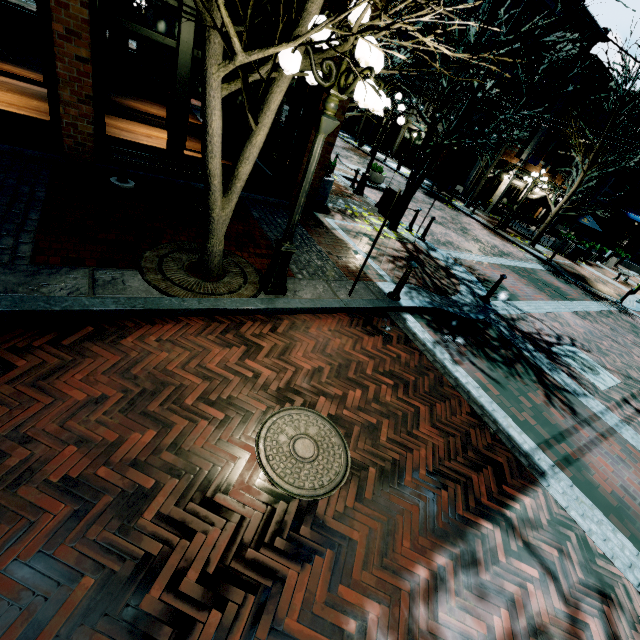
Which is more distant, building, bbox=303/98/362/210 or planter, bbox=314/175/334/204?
planter, bbox=314/175/334/204

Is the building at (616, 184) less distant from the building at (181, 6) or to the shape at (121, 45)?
the building at (181, 6)

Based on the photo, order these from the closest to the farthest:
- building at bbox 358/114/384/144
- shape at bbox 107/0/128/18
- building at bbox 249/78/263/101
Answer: building at bbox 249/78/263/101 → shape at bbox 107/0/128/18 → building at bbox 358/114/384/144

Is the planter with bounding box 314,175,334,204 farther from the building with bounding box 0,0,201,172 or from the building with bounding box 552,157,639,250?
the building with bounding box 552,157,639,250

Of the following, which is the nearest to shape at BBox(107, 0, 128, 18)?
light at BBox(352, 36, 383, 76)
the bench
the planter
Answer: the planter

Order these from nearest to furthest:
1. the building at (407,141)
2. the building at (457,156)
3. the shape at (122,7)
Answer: the shape at (122,7) < the building at (457,156) < the building at (407,141)

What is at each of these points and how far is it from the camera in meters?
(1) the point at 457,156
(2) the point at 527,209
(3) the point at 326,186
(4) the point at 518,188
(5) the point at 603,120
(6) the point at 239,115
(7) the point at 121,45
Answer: (1) building, 26.4
(2) building, 30.7
(3) planter, 9.7
(4) building, 24.3
(5) building, 23.3
(6) building, 11.7
(7) shape, 12.7

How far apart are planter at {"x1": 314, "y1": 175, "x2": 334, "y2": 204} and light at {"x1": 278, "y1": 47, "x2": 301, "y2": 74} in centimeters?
618cm
